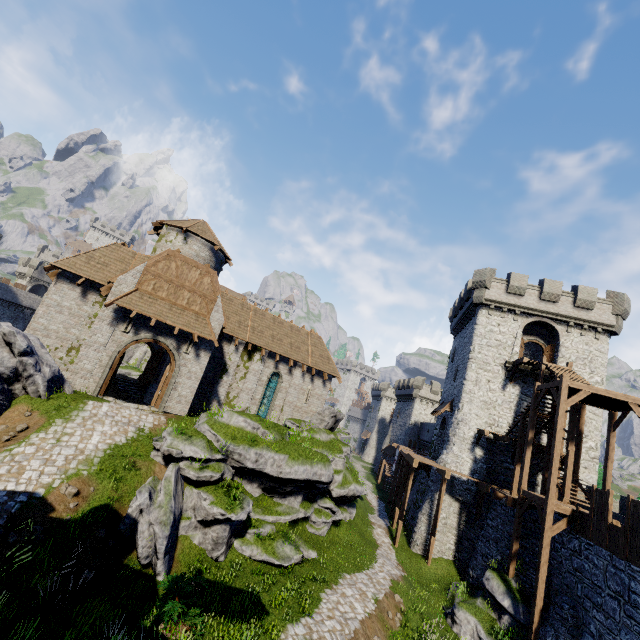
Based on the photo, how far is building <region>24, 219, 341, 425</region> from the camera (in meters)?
18.22

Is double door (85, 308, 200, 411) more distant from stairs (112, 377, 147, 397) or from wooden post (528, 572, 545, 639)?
wooden post (528, 572, 545, 639)

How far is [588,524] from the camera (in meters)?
13.48

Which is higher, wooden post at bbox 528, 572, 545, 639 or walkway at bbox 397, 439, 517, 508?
walkway at bbox 397, 439, 517, 508

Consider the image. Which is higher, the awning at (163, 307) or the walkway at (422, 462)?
the awning at (163, 307)

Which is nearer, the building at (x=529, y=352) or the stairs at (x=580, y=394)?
the stairs at (x=580, y=394)

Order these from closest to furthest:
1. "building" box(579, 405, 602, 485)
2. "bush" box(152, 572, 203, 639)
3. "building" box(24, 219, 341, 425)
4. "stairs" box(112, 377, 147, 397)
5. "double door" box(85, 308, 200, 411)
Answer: "bush" box(152, 572, 203, 639), "double door" box(85, 308, 200, 411), "building" box(24, 219, 341, 425), "building" box(579, 405, 602, 485), "stairs" box(112, 377, 147, 397)

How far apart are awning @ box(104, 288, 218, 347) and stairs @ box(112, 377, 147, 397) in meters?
11.2
